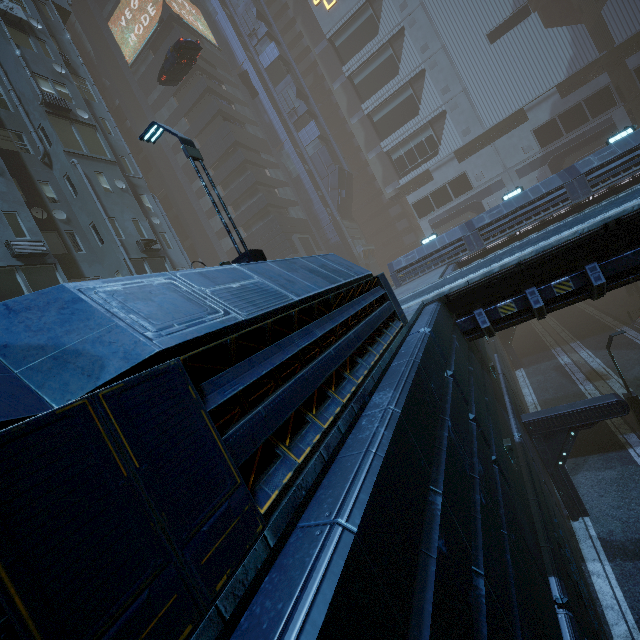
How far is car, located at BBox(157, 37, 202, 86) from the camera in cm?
2217

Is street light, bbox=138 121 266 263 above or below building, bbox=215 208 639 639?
above

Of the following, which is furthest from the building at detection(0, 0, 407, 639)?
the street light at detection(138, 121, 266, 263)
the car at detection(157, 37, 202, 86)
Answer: the car at detection(157, 37, 202, 86)

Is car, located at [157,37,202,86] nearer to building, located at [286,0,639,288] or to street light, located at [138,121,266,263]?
building, located at [286,0,639,288]

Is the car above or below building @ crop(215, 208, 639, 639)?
above

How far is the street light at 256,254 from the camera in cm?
736

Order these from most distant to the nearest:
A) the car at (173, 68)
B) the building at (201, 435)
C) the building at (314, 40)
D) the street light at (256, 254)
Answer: the car at (173, 68)
the building at (314, 40)
the street light at (256, 254)
the building at (201, 435)

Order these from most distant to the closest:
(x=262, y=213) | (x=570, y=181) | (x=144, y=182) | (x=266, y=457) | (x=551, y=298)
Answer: (x=262, y=213)
(x=144, y=182)
(x=570, y=181)
(x=551, y=298)
(x=266, y=457)
